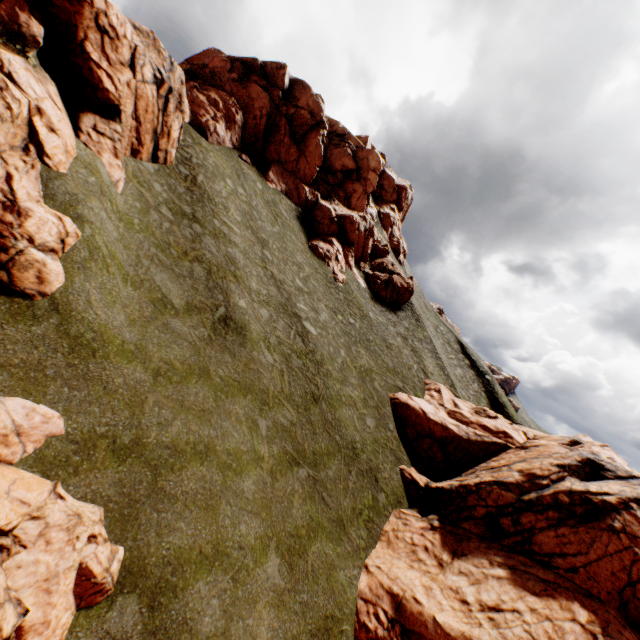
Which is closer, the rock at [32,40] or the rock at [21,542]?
the rock at [21,542]

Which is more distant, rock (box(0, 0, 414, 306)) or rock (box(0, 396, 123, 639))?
rock (box(0, 0, 414, 306))

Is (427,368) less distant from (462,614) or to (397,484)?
(397,484)

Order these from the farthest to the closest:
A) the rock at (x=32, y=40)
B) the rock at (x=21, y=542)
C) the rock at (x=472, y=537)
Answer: the rock at (x=472, y=537)
the rock at (x=32, y=40)
the rock at (x=21, y=542)

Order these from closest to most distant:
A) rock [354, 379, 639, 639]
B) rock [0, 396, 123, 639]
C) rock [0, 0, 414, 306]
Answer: rock [0, 396, 123, 639] → rock [0, 0, 414, 306] → rock [354, 379, 639, 639]

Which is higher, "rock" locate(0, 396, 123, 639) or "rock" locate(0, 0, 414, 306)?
"rock" locate(0, 0, 414, 306)
